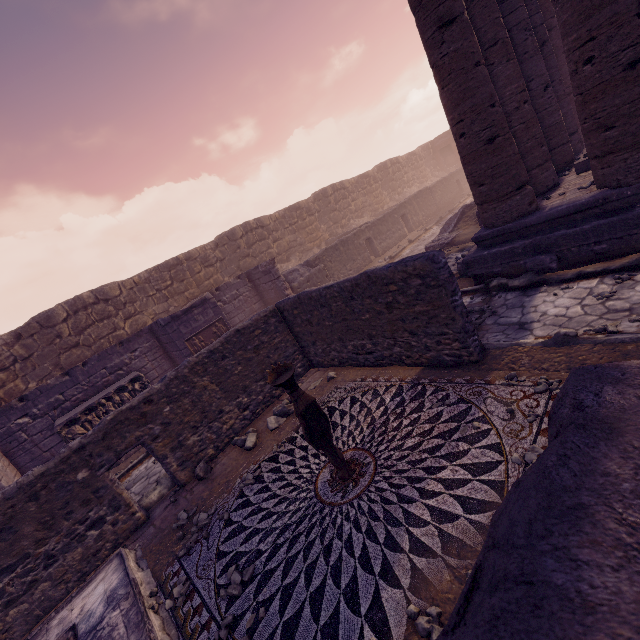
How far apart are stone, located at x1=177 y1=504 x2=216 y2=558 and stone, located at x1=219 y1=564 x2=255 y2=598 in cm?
101

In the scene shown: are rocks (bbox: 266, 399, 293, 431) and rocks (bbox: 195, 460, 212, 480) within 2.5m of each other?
yes

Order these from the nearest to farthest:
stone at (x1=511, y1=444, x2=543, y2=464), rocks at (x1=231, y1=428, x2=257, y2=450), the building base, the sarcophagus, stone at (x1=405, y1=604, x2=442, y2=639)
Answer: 1. stone at (x1=405, y1=604, x2=442, y2=639)
2. stone at (x1=511, y1=444, x2=543, y2=464)
3. the building base
4. rocks at (x1=231, y1=428, x2=257, y2=450)
5. the sarcophagus

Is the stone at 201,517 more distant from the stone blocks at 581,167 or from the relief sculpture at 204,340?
the stone blocks at 581,167

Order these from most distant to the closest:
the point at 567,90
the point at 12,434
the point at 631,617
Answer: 1. the point at 567,90
2. the point at 12,434
3. the point at 631,617

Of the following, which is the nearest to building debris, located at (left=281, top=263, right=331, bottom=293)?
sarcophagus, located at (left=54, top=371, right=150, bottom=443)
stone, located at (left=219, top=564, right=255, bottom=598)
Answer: sarcophagus, located at (left=54, top=371, right=150, bottom=443)

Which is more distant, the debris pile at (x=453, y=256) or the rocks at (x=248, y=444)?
the debris pile at (x=453, y=256)

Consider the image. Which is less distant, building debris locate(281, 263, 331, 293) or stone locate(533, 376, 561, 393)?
stone locate(533, 376, 561, 393)
